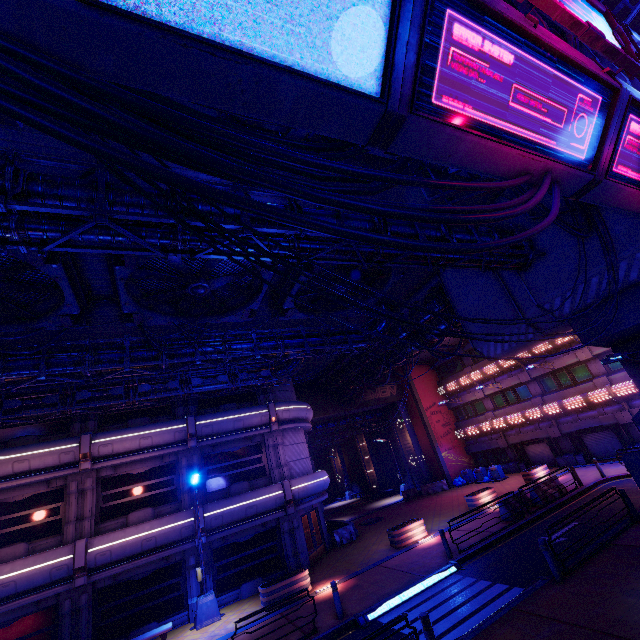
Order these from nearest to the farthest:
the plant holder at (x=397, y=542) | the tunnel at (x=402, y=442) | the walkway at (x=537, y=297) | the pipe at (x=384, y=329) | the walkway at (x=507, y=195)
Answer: the walkway at (x=507, y=195)
the walkway at (x=537, y=297)
the plant holder at (x=397, y=542)
the pipe at (x=384, y=329)
the tunnel at (x=402, y=442)

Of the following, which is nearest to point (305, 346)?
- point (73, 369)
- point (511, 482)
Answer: point (73, 369)

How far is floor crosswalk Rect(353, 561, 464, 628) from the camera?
10.93m

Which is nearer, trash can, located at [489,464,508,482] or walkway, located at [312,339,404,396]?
walkway, located at [312,339,404,396]

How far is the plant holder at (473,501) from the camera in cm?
2015

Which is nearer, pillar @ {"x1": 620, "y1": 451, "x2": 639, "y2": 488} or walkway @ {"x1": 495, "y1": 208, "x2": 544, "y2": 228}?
pillar @ {"x1": 620, "y1": 451, "x2": 639, "y2": 488}

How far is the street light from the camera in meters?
14.2

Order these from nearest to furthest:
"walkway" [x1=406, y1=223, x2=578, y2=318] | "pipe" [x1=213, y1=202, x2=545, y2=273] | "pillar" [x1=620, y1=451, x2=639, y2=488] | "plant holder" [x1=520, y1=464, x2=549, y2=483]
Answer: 1. "pipe" [x1=213, y1=202, x2=545, y2=273]
2. "pillar" [x1=620, y1=451, x2=639, y2=488]
3. "walkway" [x1=406, y1=223, x2=578, y2=318]
4. "plant holder" [x1=520, y1=464, x2=549, y2=483]
